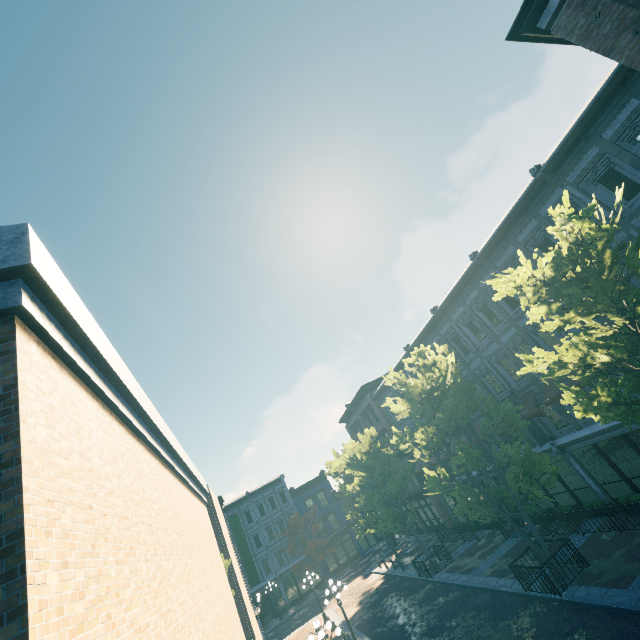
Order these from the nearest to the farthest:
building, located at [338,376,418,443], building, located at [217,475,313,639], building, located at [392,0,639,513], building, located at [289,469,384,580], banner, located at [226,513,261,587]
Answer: building, located at [392,0,639,513]
banner, located at [226,513,261,587]
building, located at [338,376,418,443]
building, located at [217,475,313,639]
building, located at [289,469,384,580]

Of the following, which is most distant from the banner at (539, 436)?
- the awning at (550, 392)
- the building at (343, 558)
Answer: the building at (343, 558)

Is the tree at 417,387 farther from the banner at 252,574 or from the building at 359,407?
the banner at 252,574

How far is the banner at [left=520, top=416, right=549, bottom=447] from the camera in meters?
17.4 m

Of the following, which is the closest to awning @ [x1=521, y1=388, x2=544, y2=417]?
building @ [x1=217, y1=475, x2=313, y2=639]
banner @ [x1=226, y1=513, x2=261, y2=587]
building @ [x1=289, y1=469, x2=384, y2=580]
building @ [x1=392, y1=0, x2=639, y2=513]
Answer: building @ [x1=392, y1=0, x2=639, y2=513]

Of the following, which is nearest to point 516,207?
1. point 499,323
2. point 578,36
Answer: point 499,323

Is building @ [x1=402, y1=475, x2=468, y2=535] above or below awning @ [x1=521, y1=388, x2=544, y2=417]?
below

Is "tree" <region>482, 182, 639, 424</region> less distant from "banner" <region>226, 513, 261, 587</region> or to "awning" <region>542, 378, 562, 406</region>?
"awning" <region>542, 378, 562, 406</region>
